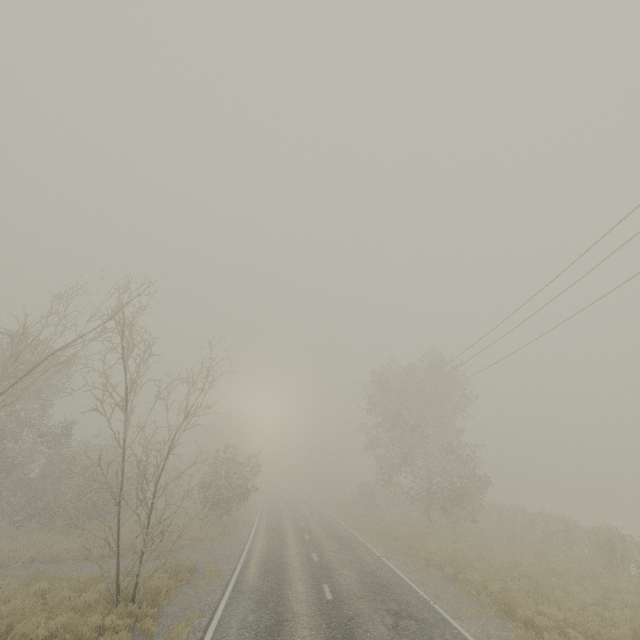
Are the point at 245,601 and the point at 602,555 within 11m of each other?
no

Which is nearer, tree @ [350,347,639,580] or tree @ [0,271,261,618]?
tree @ [0,271,261,618]

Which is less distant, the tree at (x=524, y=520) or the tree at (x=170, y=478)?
the tree at (x=170, y=478)
